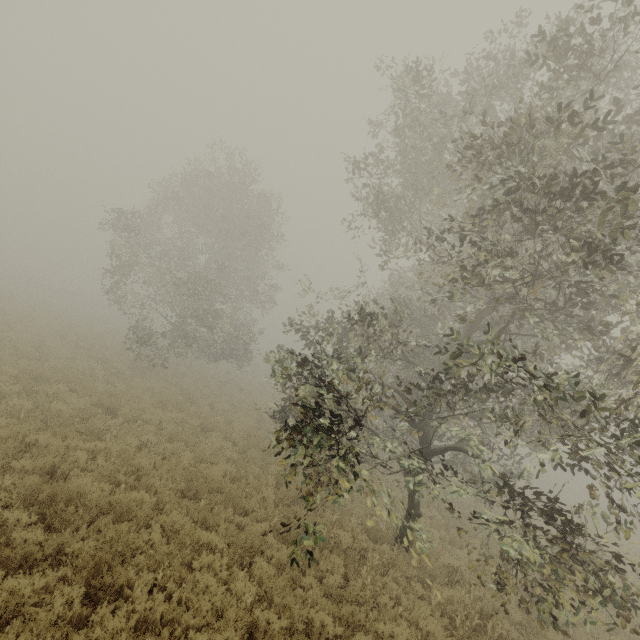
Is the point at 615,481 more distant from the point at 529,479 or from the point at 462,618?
the point at 529,479
